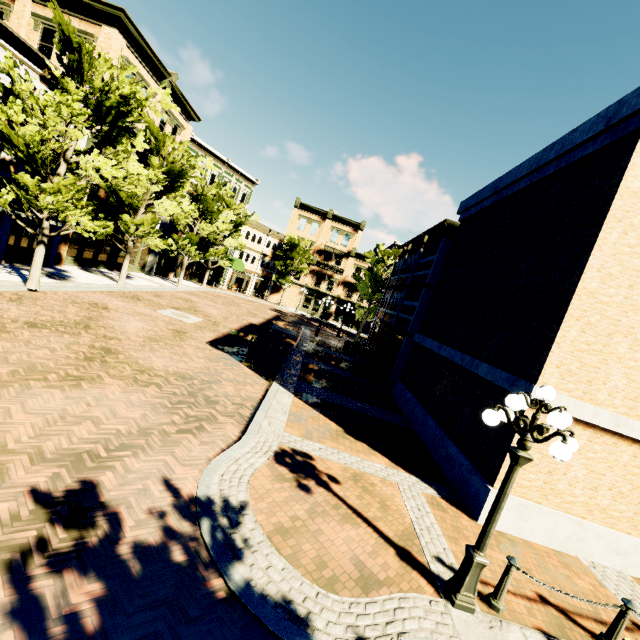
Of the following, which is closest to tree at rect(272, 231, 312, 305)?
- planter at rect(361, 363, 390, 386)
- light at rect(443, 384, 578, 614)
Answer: light at rect(443, 384, 578, 614)

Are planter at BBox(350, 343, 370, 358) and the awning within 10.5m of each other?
no

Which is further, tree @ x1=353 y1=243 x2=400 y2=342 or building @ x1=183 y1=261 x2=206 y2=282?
building @ x1=183 y1=261 x2=206 y2=282

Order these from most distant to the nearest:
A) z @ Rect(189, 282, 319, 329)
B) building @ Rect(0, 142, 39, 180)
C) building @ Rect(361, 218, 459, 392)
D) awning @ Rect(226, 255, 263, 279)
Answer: awning @ Rect(226, 255, 263, 279) → z @ Rect(189, 282, 319, 329) → building @ Rect(361, 218, 459, 392) → building @ Rect(0, 142, 39, 180)

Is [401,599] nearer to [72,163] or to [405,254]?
[72,163]

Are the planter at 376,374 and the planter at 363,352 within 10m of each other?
yes

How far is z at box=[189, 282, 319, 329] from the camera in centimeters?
3069cm

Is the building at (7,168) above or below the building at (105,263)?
above
